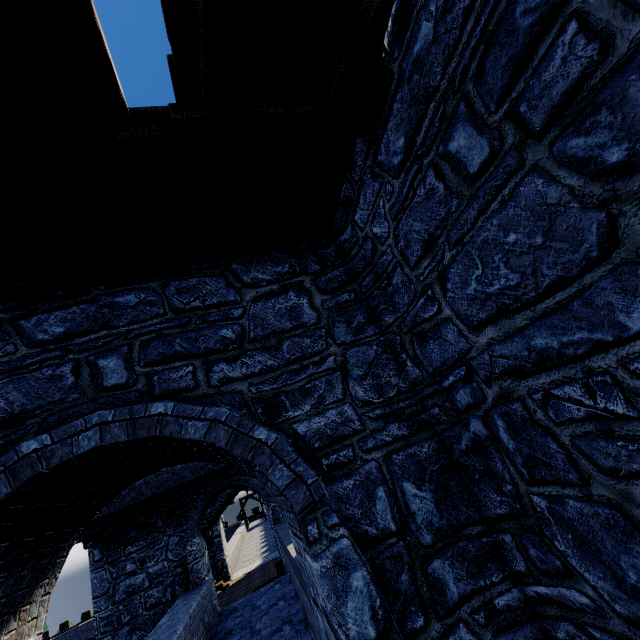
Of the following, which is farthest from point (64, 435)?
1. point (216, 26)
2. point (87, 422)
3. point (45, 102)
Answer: point (216, 26)
